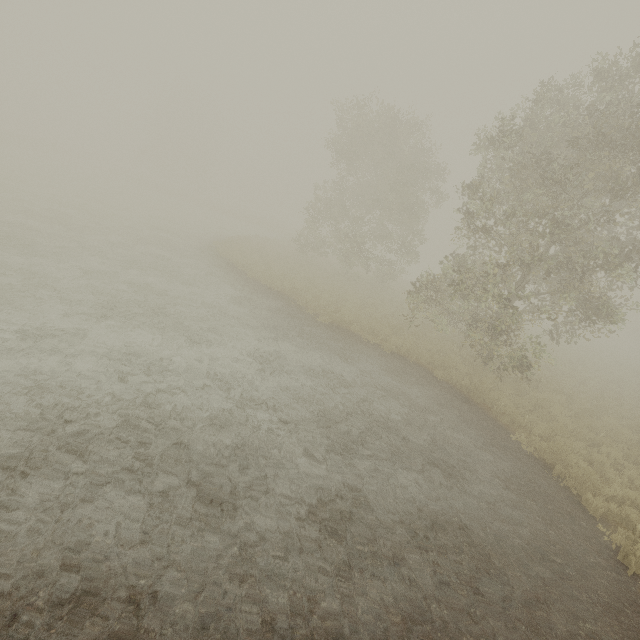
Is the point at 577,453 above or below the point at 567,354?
below
